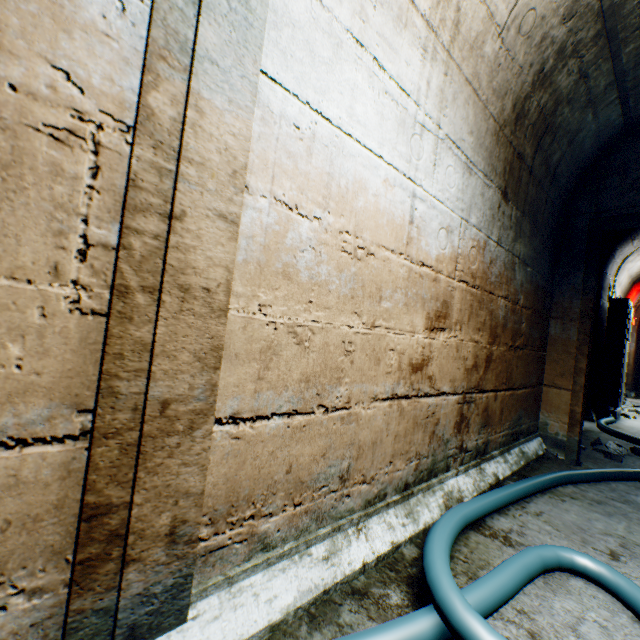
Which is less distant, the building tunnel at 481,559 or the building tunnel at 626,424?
the building tunnel at 481,559

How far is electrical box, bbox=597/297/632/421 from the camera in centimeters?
509cm

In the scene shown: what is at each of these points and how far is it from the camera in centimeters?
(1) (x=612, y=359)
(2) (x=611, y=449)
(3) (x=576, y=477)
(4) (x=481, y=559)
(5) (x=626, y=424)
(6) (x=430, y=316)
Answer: (1) electrical box, 516cm
(2) rock, 324cm
(3) cable, 230cm
(4) building tunnel, 138cm
(5) building tunnel, 498cm
(6) building tunnel, 160cm

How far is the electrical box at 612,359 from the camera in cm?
509

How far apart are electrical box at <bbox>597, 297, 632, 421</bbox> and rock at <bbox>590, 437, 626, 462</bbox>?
2.10m

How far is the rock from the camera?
3.0m

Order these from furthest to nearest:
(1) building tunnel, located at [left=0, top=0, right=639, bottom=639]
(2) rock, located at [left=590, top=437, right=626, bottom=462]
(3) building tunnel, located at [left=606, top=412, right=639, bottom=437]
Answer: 1. (3) building tunnel, located at [left=606, top=412, right=639, bottom=437]
2. (2) rock, located at [left=590, top=437, right=626, bottom=462]
3. (1) building tunnel, located at [left=0, top=0, right=639, bottom=639]

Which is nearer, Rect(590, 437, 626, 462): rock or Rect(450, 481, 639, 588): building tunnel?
Rect(450, 481, 639, 588): building tunnel
